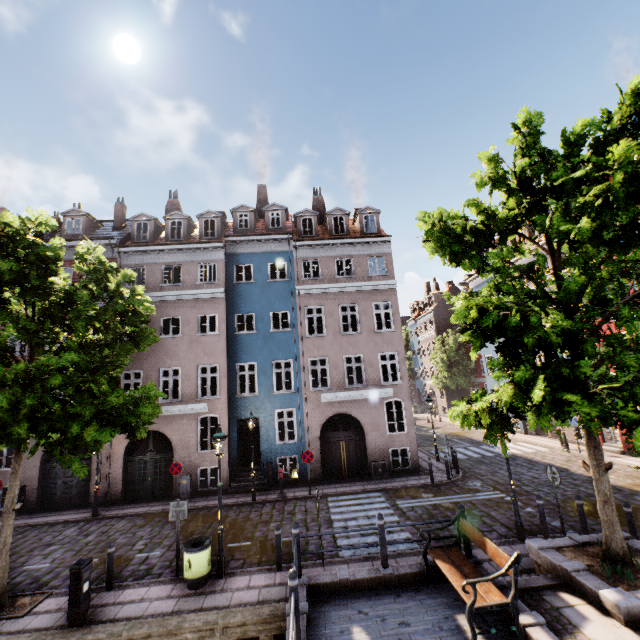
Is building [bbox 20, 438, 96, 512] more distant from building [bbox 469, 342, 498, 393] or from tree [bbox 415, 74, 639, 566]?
building [bbox 469, 342, 498, 393]

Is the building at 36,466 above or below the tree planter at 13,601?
above

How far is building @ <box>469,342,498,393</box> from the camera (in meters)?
28.44

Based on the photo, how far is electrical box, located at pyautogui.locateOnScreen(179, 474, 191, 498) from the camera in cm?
1577

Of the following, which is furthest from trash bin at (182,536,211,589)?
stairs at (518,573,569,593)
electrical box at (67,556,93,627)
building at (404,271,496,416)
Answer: building at (404,271,496,416)

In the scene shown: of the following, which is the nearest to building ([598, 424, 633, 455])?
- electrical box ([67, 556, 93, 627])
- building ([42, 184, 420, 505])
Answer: building ([42, 184, 420, 505])

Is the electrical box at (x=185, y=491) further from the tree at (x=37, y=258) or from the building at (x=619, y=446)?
the building at (x=619, y=446)

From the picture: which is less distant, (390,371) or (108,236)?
(390,371)
